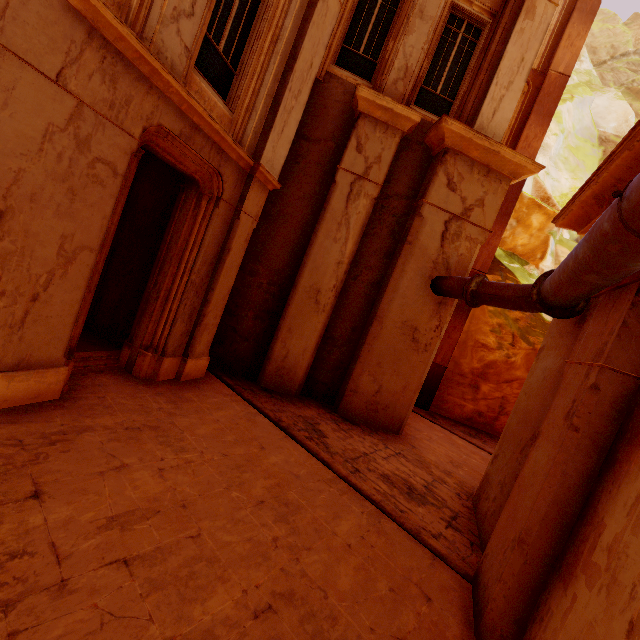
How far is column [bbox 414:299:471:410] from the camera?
12.4m

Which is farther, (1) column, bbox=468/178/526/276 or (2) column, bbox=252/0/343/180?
(1) column, bbox=468/178/526/276

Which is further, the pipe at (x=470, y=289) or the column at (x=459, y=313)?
the column at (x=459, y=313)

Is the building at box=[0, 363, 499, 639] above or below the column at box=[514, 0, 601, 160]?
below

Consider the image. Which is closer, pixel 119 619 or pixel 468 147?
pixel 119 619

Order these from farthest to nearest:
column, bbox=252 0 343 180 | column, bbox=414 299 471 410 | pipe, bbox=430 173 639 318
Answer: column, bbox=414 299 471 410, column, bbox=252 0 343 180, pipe, bbox=430 173 639 318

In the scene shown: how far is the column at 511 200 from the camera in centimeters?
1204cm
